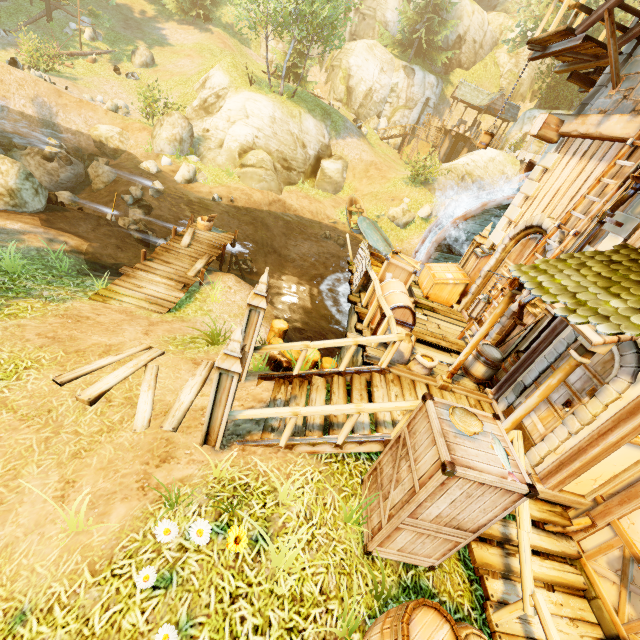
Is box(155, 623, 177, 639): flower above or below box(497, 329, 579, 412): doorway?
below

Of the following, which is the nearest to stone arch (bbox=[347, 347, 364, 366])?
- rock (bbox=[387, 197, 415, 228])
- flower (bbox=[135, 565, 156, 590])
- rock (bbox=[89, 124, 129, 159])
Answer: flower (bbox=[135, 565, 156, 590])

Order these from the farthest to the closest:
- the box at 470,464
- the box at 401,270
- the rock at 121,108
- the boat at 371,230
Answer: the rock at 121,108
the boat at 371,230
the box at 401,270
the box at 470,464

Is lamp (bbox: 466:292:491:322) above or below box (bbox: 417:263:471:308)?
above

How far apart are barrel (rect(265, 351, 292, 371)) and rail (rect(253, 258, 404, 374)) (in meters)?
0.36

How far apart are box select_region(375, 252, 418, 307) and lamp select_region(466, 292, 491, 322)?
2.3m

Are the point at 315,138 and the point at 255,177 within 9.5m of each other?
yes

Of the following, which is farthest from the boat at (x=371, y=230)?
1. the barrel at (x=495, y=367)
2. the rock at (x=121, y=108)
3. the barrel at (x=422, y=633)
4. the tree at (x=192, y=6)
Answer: the barrel at (x=422, y=633)
